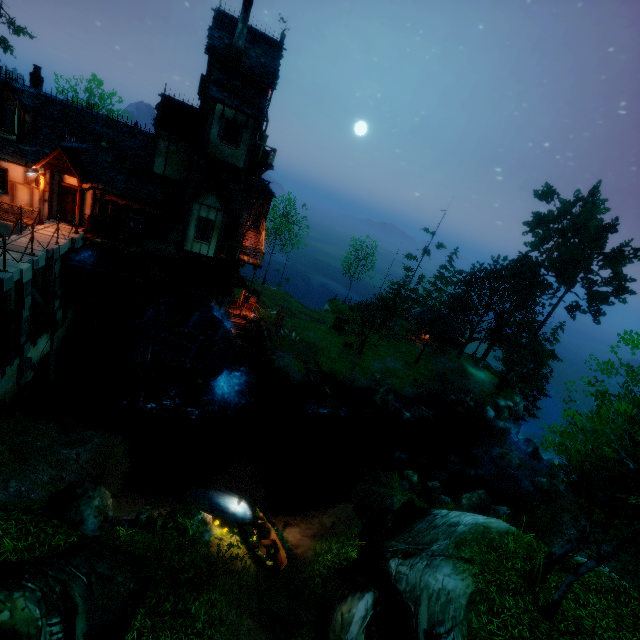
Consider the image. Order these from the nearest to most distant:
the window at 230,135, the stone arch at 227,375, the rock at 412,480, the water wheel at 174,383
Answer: the window at 230,135
the rock at 412,480
the water wheel at 174,383
the stone arch at 227,375

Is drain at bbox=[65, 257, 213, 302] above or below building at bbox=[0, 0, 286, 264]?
below

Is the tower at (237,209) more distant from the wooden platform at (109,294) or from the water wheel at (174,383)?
the water wheel at (174,383)

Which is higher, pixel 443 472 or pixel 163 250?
pixel 163 250

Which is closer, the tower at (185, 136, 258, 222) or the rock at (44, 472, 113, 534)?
the rock at (44, 472, 113, 534)

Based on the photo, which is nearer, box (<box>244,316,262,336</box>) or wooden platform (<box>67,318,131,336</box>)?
wooden platform (<box>67,318,131,336</box>)

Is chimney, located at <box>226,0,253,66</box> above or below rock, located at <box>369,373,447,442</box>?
above

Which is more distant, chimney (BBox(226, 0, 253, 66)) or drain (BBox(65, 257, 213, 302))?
drain (BBox(65, 257, 213, 302))
